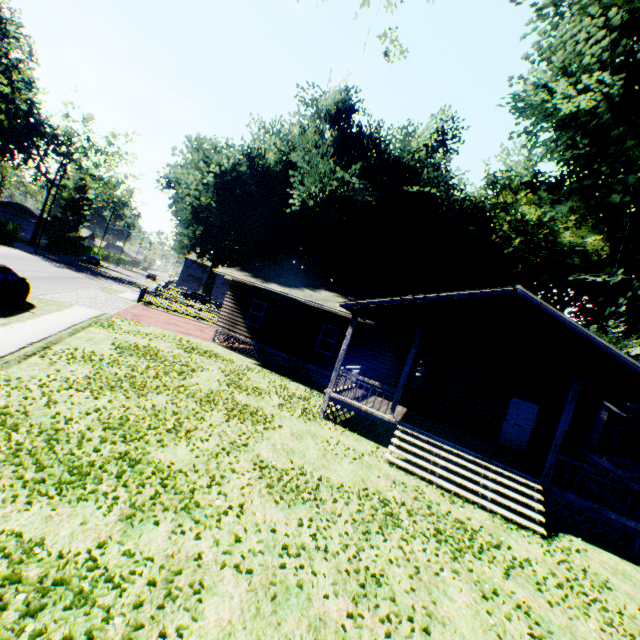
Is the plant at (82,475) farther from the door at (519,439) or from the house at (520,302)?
the door at (519,439)

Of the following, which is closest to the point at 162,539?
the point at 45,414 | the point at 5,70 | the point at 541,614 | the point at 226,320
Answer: the point at 45,414

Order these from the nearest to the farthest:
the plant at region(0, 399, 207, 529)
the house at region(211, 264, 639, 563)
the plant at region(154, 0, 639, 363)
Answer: the plant at region(0, 399, 207, 529) → the house at region(211, 264, 639, 563) → the plant at region(154, 0, 639, 363)

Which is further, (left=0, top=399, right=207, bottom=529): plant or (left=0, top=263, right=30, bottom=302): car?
(left=0, top=263, right=30, bottom=302): car

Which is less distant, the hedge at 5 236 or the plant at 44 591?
the plant at 44 591

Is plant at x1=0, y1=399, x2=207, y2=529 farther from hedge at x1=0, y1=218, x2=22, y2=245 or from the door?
hedge at x1=0, y1=218, x2=22, y2=245

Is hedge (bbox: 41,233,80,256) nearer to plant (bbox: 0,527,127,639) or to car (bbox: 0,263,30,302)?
plant (bbox: 0,527,127,639)

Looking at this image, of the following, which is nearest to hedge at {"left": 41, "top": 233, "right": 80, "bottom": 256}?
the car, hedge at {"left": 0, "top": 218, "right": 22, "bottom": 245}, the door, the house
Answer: hedge at {"left": 0, "top": 218, "right": 22, "bottom": 245}
